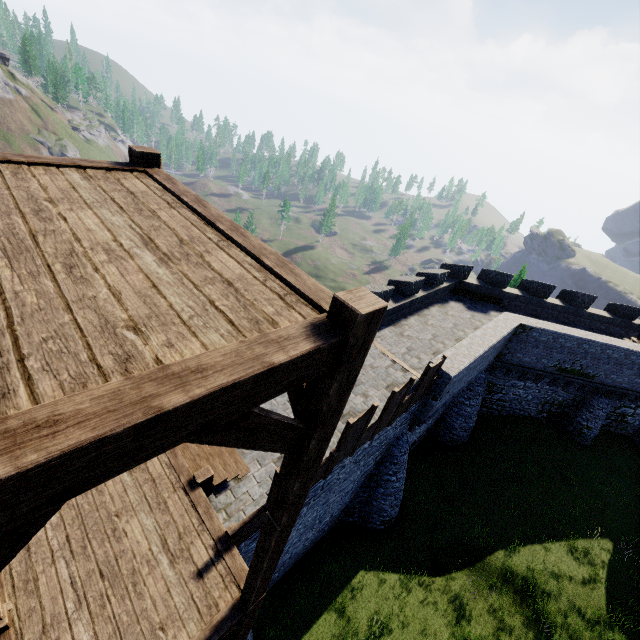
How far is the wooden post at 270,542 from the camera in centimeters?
381cm

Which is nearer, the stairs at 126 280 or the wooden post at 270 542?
the stairs at 126 280

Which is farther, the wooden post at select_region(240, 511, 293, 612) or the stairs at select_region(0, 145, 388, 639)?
the wooden post at select_region(240, 511, 293, 612)

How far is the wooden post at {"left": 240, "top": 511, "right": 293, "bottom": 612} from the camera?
3.81m

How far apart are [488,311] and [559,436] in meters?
9.4 m
